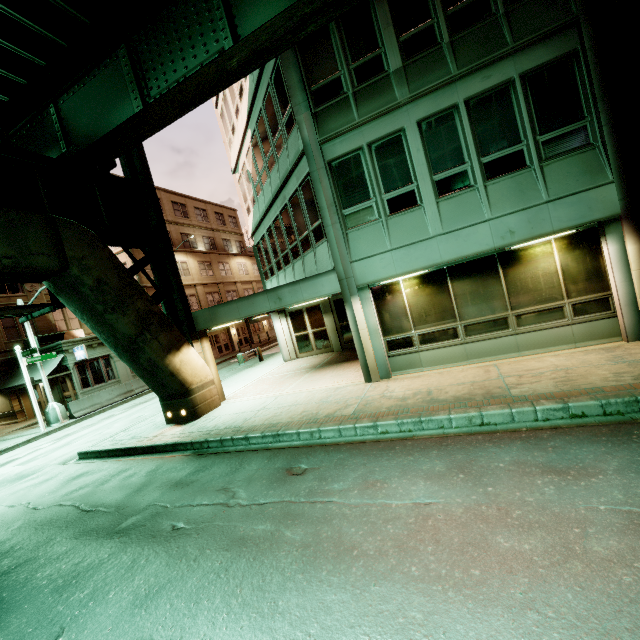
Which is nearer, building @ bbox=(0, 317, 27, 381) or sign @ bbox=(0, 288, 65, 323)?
sign @ bbox=(0, 288, 65, 323)

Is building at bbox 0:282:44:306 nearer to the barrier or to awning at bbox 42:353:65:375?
awning at bbox 42:353:65:375

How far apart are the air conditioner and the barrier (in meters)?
7.82

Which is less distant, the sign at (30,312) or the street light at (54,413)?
the sign at (30,312)

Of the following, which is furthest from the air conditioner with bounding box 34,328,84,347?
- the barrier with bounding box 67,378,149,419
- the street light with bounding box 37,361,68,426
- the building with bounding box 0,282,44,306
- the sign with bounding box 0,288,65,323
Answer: the sign with bounding box 0,288,65,323

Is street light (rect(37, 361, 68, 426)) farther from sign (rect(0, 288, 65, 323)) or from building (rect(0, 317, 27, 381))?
sign (rect(0, 288, 65, 323))

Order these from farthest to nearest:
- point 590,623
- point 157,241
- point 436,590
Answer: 1. point 157,241
2. point 436,590
3. point 590,623

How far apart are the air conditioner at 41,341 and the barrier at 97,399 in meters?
7.8
